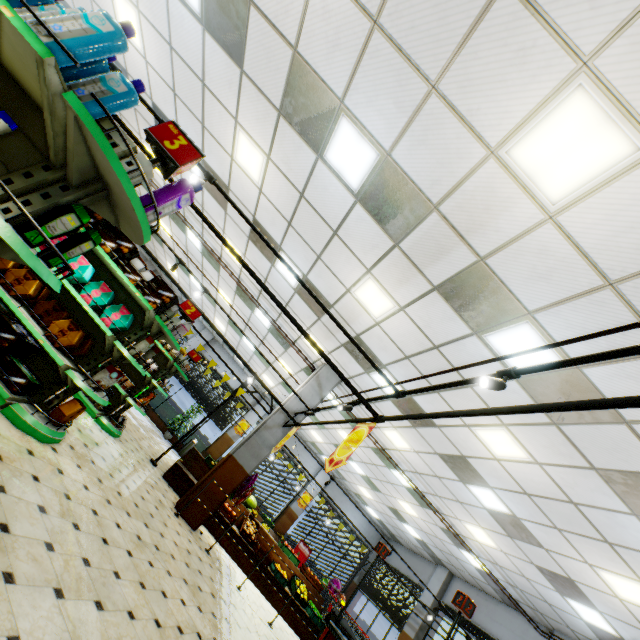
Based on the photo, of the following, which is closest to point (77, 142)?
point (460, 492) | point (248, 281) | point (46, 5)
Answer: point (46, 5)

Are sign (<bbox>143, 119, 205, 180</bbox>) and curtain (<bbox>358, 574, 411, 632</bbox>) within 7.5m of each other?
no

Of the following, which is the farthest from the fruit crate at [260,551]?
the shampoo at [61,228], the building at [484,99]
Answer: the shampoo at [61,228]

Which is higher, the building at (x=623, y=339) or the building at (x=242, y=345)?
the building at (x=623, y=339)

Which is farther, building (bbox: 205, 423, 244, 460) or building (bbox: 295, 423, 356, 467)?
building (bbox: 205, 423, 244, 460)

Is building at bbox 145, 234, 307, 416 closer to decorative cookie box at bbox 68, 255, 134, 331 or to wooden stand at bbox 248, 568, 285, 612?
wooden stand at bbox 248, 568, 285, 612

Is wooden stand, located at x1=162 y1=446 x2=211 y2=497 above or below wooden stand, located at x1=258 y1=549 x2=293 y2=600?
below

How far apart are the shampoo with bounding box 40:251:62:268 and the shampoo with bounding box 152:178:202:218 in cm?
27
